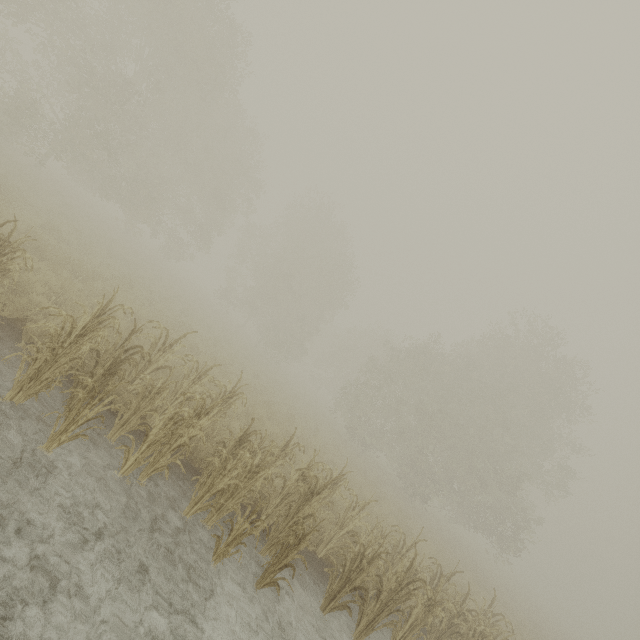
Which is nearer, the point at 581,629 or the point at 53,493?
the point at 53,493
